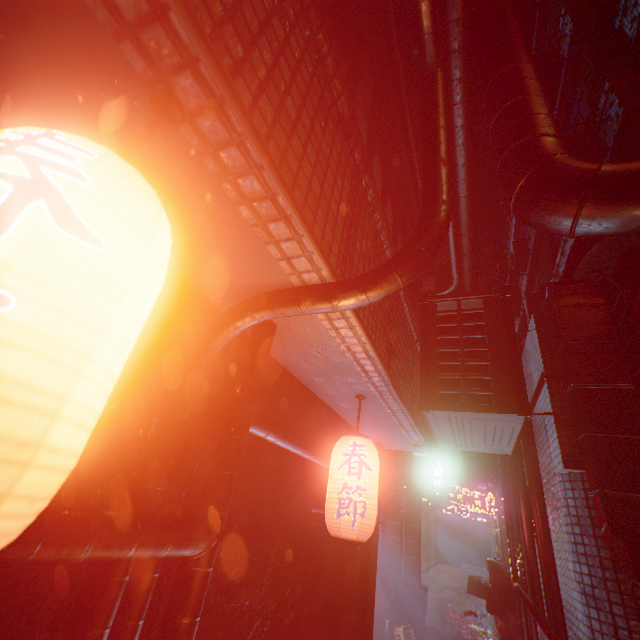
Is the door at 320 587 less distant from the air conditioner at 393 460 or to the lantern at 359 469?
the lantern at 359 469

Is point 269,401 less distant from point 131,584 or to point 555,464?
point 131,584

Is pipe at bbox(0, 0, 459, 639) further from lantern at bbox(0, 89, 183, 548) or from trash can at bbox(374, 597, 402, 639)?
trash can at bbox(374, 597, 402, 639)

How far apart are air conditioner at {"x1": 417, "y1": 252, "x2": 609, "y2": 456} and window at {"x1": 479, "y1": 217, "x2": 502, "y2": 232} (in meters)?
30.94

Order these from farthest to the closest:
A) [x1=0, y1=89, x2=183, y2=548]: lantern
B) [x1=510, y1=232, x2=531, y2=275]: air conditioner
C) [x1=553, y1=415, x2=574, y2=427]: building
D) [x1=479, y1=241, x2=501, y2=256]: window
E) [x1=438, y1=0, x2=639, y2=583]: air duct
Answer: [x1=479, y1=241, x2=501, y2=256]: window
[x1=510, y1=232, x2=531, y2=275]: air conditioner
[x1=553, y1=415, x2=574, y2=427]: building
[x1=438, y1=0, x2=639, y2=583]: air duct
[x1=0, y1=89, x2=183, y2=548]: lantern

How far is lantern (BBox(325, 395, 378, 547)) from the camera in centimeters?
153cm

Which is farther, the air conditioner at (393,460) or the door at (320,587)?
the air conditioner at (393,460)

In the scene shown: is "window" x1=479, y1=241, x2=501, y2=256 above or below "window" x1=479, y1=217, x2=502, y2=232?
below
